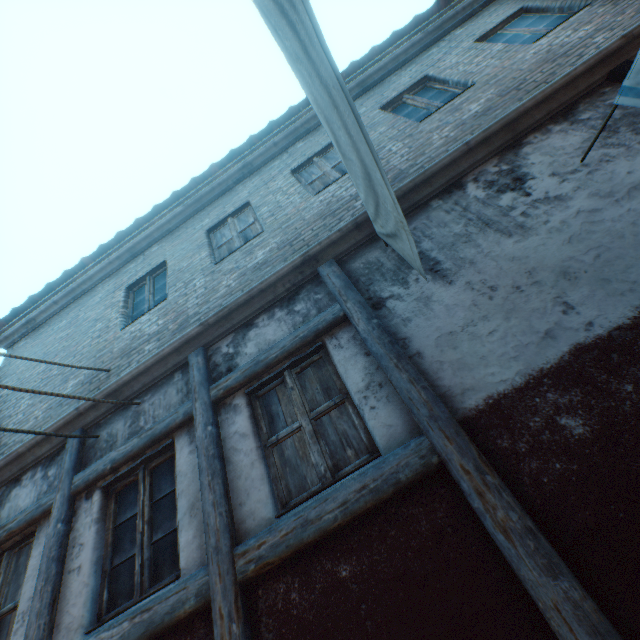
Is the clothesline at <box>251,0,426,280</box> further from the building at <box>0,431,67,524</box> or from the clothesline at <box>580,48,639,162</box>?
the clothesline at <box>580,48,639,162</box>

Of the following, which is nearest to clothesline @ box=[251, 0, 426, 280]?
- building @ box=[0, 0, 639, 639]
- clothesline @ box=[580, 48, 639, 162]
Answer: building @ box=[0, 0, 639, 639]

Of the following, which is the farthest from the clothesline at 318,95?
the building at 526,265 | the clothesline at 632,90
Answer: the clothesline at 632,90

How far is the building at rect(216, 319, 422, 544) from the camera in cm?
263

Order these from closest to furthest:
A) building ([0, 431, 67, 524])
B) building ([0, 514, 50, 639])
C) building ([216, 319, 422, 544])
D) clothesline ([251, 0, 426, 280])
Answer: clothesline ([251, 0, 426, 280])
building ([216, 319, 422, 544])
building ([0, 514, 50, 639])
building ([0, 431, 67, 524])

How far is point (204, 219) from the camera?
6.59m

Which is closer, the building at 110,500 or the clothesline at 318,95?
the clothesline at 318,95

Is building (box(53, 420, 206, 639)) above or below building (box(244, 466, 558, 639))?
above
